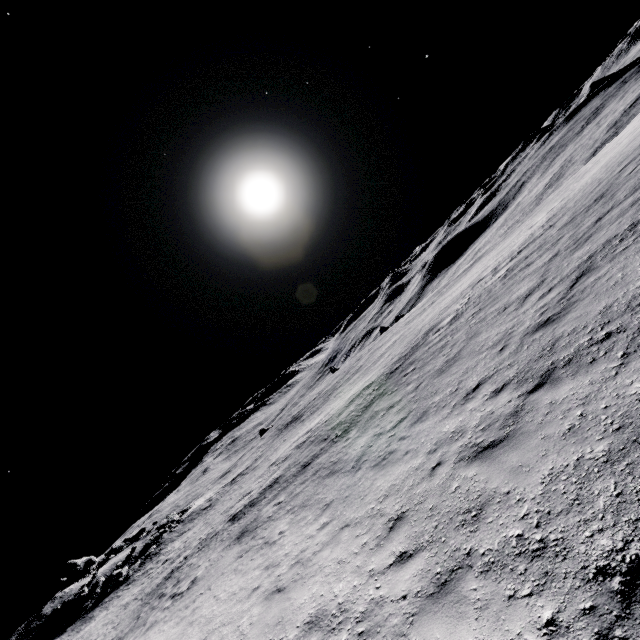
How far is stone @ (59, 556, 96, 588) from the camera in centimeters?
3834cm

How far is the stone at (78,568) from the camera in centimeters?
3834cm

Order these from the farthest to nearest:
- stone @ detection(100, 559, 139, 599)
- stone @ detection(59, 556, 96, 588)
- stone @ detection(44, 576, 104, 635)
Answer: stone @ detection(59, 556, 96, 588)
stone @ detection(100, 559, 139, 599)
stone @ detection(44, 576, 104, 635)

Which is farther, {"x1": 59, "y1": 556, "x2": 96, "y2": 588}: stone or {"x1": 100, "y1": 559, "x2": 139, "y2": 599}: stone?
{"x1": 59, "y1": 556, "x2": 96, "y2": 588}: stone

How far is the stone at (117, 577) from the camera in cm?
2919

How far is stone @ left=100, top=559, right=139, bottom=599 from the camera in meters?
29.2

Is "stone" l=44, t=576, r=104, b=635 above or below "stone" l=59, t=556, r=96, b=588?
below

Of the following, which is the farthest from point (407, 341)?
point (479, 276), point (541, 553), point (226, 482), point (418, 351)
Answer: point (226, 482)
